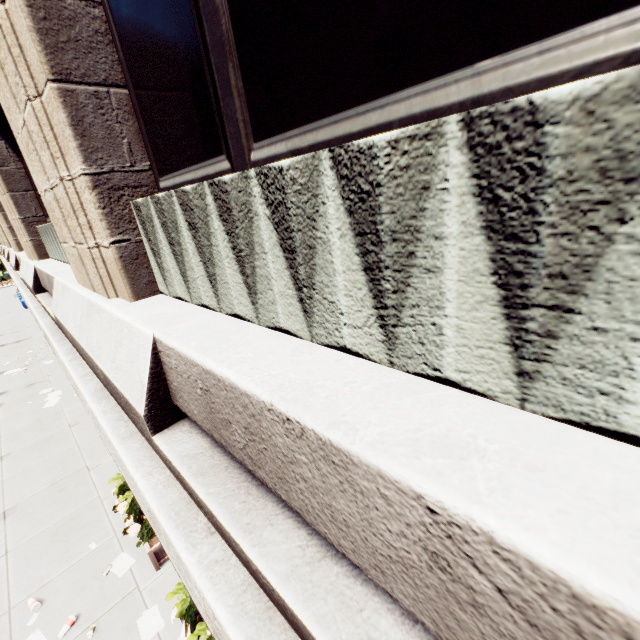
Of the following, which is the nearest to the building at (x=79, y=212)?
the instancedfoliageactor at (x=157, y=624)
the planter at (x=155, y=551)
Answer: the planter at (x=155, y=551)

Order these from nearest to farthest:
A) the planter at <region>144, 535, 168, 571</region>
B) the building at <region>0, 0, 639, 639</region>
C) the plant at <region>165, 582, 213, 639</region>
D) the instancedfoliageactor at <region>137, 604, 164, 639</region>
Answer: the building at <region>0, 0, 639, 639</region>
the plant at <region>165, 582, 213, 639</region>
the instancedfoliageactor at <region>137, 604, 164, 639</region>
the planter at <region>144, 535, 168, 571</region>

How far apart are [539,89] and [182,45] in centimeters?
251cm

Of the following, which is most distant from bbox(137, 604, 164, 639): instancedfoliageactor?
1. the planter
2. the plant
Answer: the plant

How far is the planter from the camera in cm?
675

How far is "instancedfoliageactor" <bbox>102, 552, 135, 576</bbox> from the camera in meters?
7.0 m

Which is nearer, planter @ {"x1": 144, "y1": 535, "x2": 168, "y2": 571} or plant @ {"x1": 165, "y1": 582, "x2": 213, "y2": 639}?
plant @ {"x1": 165, "y1": 582, "x2": 213, "y2": 639}

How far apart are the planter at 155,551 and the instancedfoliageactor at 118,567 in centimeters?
29cm
